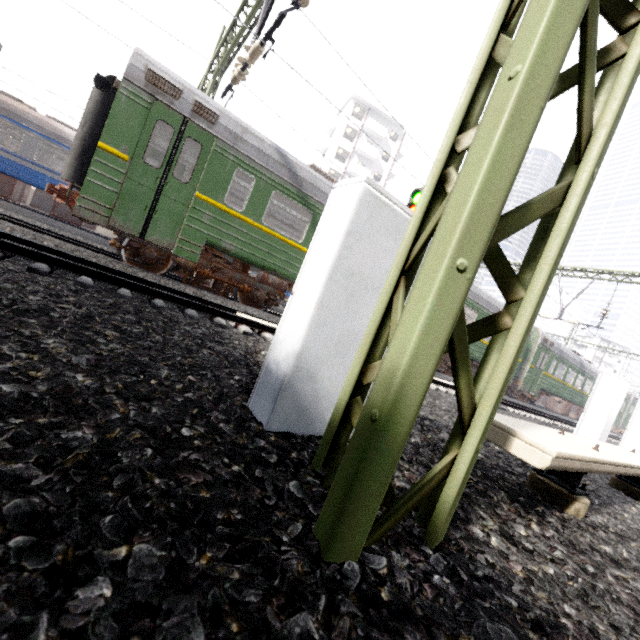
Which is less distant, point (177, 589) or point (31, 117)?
point (177, 589)

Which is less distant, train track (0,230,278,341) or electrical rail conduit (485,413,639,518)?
electrical rail conduit (485,413,639,518)

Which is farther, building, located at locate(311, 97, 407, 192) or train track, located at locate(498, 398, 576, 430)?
building, located at locate(311, 97, 407, 192)

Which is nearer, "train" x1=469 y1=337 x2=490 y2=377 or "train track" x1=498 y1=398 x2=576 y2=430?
"train track" x1=498 y1=398 x2=576 y2=430

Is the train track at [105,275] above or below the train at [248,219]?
below

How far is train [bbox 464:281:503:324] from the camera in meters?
13.8 m

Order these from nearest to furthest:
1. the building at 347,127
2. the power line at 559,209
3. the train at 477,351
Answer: the power line at 559,209 < the train at 477,351 < the building at 347,127

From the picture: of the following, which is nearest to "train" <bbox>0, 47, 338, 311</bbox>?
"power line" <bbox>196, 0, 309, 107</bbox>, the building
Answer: "power line" <bbox>196, 0, 309, 107</bbox>
